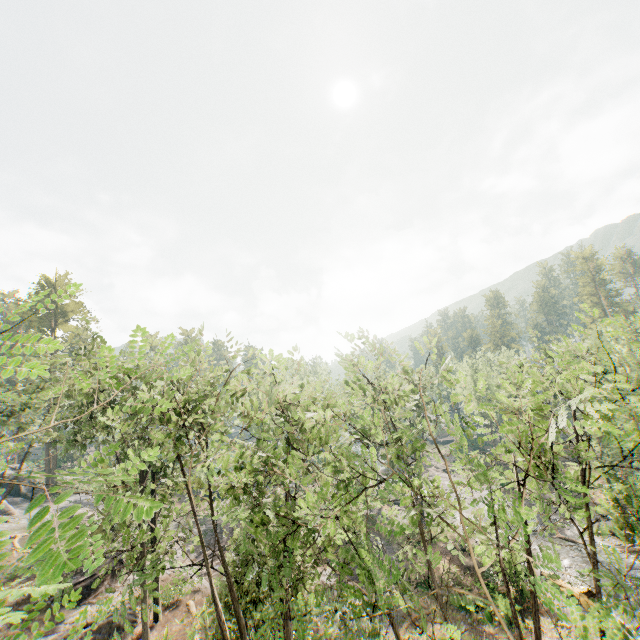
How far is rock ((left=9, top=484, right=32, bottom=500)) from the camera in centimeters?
4472cm

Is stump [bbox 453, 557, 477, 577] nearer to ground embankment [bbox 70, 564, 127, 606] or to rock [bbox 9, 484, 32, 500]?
ground embankment [bbox 70, 564, 127, 606]

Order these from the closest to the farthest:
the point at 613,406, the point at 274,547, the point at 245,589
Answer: the point at 613,406 → the point at 274,547 → the point at 245,589

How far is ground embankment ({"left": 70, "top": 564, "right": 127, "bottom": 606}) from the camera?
25.5 meters

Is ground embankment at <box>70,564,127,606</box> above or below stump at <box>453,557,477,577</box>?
above

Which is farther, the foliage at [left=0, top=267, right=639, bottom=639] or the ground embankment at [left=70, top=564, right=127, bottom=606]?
the ground embankment at [left=70, top=564, right=127, bottom=606]

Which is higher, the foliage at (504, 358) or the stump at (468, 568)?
the foliage at (504, 358)

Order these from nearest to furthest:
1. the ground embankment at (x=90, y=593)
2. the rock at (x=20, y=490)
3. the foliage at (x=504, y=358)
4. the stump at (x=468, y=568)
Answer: the foliage at (x=504, y=358) → the ground embankment at (x=90, y=593) → the stump at (x=468, y=568) → the rock at (x=20, y=490)
